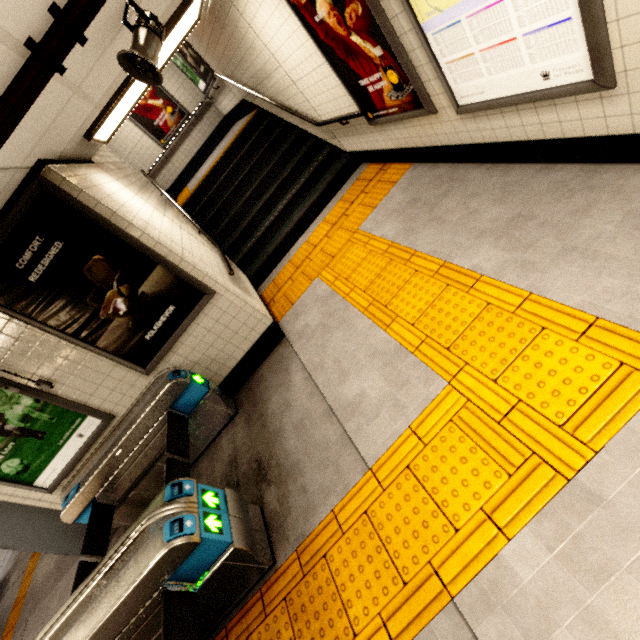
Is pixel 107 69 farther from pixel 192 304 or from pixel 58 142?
pixel 192 304

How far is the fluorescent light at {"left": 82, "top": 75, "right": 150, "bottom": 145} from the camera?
3.29m

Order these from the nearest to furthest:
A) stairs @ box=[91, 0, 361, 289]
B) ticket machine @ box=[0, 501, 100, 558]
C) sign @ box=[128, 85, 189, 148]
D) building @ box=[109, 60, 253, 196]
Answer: ticket machine @ box=[0, 501, 100, 558]
stairs @ box=[91, 0, 361, 289]
building @ box=[109, 60, 253, 196]
sign @ box=[128, 85, 189, 148]

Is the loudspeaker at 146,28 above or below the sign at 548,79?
above

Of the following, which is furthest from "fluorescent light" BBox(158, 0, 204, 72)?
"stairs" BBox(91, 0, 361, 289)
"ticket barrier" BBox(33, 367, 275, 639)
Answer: "ticket barrier" BBox(33, 367, 275, 639)

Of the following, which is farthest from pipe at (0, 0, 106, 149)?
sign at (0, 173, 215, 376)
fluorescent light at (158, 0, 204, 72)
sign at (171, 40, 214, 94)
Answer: sign at (171, 40, 214, 94)

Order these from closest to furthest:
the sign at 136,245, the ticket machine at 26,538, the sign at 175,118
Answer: the sign at 136,245 < the ticket machine at 26,538 < the sign at 175,118

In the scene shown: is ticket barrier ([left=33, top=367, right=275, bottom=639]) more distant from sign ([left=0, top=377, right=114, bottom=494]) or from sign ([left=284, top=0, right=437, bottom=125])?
sign ([left=284, top=0, right=437, bottom=125])
